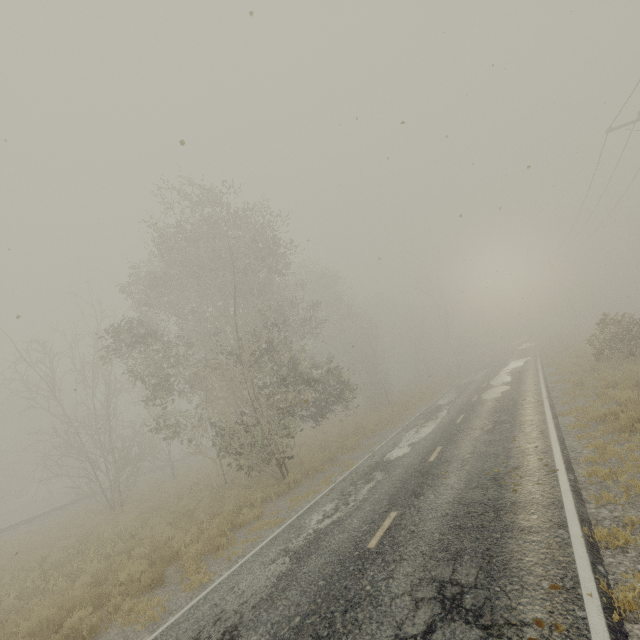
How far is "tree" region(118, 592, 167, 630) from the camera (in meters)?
7.00

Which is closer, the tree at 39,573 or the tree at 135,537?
the tree at 39,573

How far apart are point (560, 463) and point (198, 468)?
26.7 meters

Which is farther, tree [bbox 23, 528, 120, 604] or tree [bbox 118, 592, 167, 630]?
tree [bbox 23, 528, 120, 604]

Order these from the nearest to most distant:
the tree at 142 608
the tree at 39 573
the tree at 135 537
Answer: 1. the tree at 142 608
2. the tree at 39 573
3. the tree at 135 537

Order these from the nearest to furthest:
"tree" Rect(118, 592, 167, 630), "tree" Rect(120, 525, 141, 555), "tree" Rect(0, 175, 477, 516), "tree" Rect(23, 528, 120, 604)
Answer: "tree" Rect(118, 592, 167, 630)
"tree" Rect(23, 528, 120, 604)
"tree" Rect(120, 525, 141, 555)
"tree" Rect(0, 175, 477, 516)

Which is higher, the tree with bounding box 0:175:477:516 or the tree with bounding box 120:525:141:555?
the tree with bounding box 0:175:477:516
